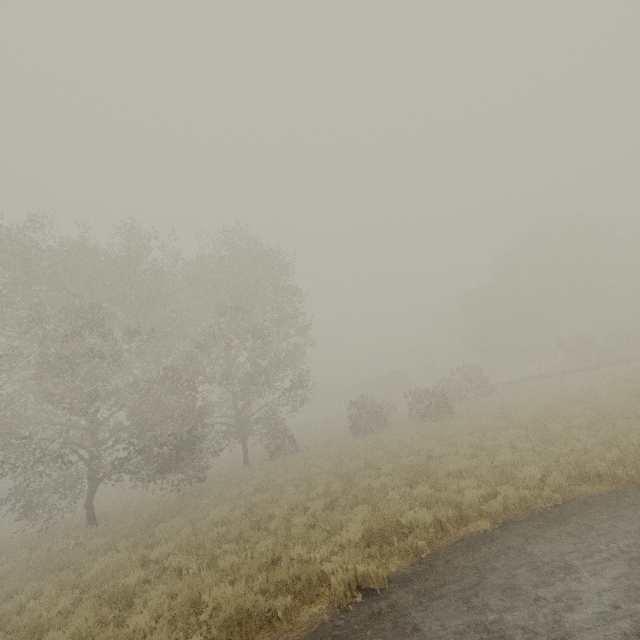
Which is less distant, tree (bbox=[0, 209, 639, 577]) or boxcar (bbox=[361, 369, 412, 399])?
tree (bbox=[0, 209, 639, 577])

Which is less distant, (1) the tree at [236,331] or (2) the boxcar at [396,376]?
(1) the tree at [236,331]

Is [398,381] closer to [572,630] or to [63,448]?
[63,448]

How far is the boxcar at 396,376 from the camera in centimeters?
5009cm

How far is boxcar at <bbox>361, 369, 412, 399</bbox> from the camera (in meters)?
50.09
